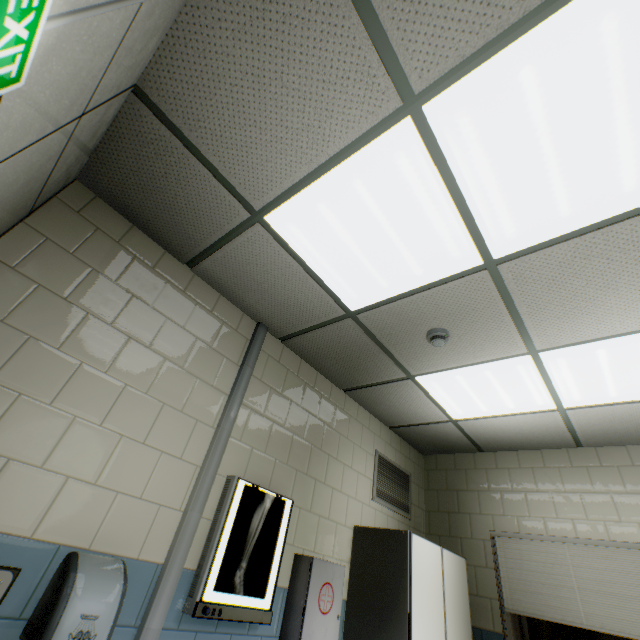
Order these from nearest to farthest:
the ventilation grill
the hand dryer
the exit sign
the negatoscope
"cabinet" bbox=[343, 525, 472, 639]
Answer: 1. the exit sign
2. the hand dryer
3. the negatoscope
4. "cabinet" bbox=[343, 525, 472, 639]
5. the ventilation grill

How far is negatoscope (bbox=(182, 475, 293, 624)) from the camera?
1.8m

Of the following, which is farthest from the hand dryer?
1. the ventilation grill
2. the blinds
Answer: the blinds

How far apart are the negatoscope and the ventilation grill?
1.3m

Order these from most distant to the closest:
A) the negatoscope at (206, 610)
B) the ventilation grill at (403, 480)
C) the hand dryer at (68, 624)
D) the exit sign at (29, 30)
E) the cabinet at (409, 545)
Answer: the ventilation grill at (403, 480), the cabinet at (409, 545), the negatoscope at (206, 610), the hand dryer at (68, 624), the exit sign at (29, 30)

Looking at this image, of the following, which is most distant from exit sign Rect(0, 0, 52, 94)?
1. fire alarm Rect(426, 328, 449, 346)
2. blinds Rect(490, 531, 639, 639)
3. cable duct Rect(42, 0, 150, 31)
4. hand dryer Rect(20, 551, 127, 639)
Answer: blinds Rect(490, 531, 639, 639)

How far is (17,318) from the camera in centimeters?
A: 155cm

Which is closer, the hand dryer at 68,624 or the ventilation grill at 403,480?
the hand dryer at 68,624
